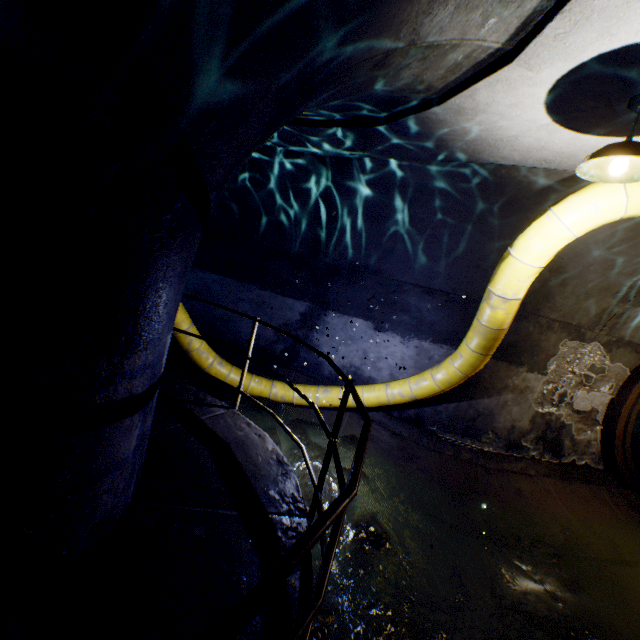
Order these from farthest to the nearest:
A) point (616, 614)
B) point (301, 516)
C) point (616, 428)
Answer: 1. point (616, 428)
2. point (616, 614)
3. point (301, 516)

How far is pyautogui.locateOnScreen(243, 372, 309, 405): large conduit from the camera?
6.3m

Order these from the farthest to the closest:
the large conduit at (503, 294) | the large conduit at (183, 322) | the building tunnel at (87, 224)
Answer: the large conduit at (183, 322), the large conduit at (503, 294), the building tunnel at (87, 224)

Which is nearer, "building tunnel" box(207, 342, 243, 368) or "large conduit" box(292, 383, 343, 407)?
"large conduit" box(292, 383, 343, 407)

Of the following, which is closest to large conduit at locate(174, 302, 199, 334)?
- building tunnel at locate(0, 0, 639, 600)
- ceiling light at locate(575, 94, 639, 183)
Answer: building tunnel at locate(0, 0, 639, 600)

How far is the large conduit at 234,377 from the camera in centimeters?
562cm

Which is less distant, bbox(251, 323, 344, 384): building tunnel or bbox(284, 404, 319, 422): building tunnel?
bbox(284, 404, 319, 422): building tunnel

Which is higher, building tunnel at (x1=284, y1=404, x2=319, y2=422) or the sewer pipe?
the sewer pipe
